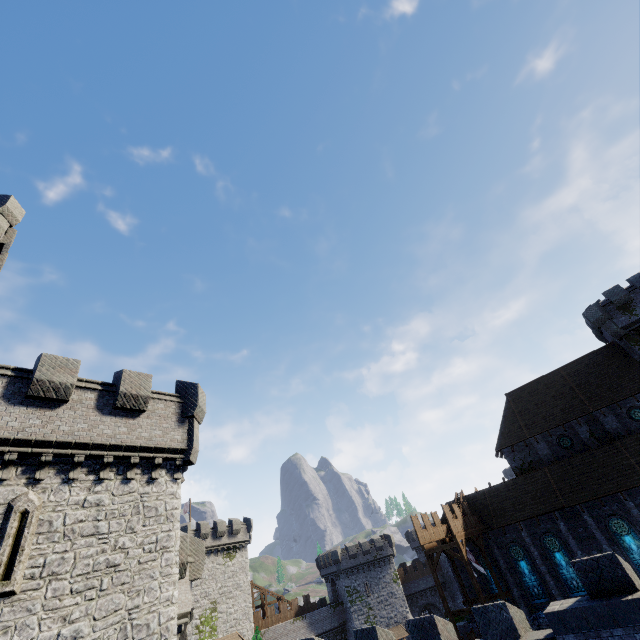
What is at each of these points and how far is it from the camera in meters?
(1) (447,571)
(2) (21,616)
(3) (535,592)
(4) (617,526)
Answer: (1) building, 57.1
(2) building tower, 9.4
(3) window glass, 26.1
(4) window glass, 24.2

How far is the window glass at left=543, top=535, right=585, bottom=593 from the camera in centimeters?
2473cm

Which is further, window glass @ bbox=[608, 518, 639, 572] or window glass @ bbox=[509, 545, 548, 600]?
window glass @ bbox=[509, 545, 548, 600]

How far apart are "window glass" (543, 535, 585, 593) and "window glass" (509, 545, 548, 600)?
1.5 meters

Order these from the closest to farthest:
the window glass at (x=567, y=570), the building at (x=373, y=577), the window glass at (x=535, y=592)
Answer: the window glass at (x=567, y=570) → the window glass at (x=535, y=592) → the building at (x=373, y=577)

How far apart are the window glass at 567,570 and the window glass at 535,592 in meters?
1.5 m

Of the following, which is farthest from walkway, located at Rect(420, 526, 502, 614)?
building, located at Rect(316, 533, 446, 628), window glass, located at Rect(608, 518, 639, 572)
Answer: building, located at Rect(316, 533, 446, 628)

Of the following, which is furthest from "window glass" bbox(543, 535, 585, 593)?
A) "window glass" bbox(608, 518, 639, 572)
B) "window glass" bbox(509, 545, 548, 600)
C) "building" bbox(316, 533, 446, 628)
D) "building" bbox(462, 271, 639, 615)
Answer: "building" bbox(316, 533, 446, 628)
